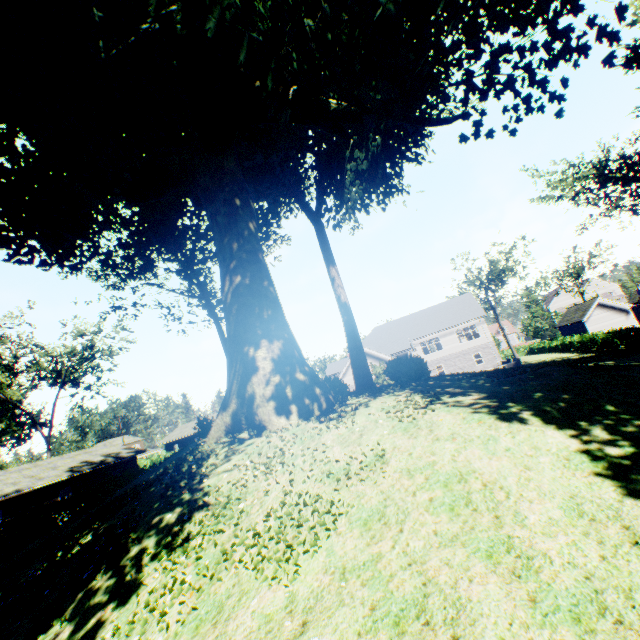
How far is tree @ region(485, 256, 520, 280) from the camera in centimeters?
5491cm

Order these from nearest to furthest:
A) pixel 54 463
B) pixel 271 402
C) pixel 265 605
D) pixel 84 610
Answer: pixel 265 605 < pixel 84 610 < pixel 271 402 < pixel 54 463

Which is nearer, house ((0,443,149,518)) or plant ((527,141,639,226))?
plant ((527,141,639,226))

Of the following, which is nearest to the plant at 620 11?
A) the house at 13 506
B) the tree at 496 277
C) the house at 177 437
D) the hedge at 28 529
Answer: the tree at 496 277

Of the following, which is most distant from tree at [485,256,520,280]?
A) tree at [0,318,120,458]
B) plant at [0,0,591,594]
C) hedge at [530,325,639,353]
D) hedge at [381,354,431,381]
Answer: tree at [0,318,120,458]

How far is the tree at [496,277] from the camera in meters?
54.9

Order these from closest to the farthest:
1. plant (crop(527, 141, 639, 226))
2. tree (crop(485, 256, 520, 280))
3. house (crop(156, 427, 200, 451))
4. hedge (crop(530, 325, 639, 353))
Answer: plant (crop(527, 141, 639, 226)) < hedge (crop(530, 325, 639, 353)) < tree (crop(485, 256, 520, 280)) < house (crop(156, 427, 200, 451))

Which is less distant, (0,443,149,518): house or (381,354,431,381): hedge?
(381,354,431,381): hedge
